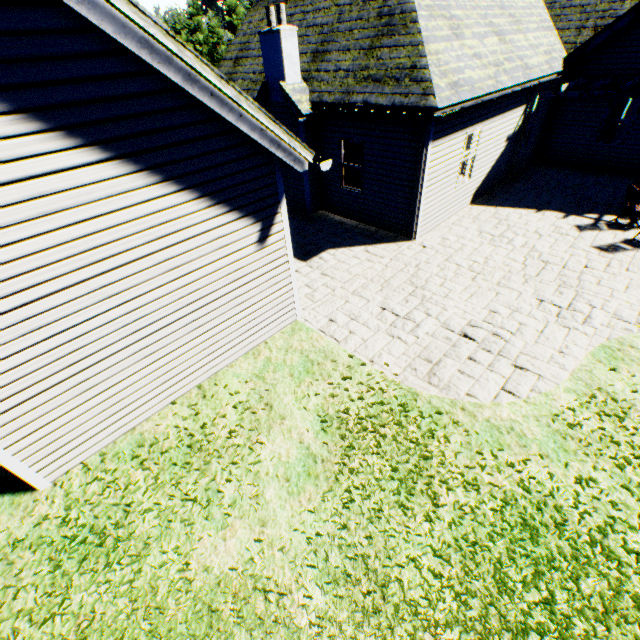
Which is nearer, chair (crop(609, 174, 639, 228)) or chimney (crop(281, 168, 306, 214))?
chair (crop(609, 174, 639, 228))

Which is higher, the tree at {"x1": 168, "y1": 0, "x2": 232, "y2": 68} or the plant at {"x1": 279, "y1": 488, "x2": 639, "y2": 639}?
the tree at {"x1": 168, "y1": 0, "x2": 232, "y2": 68}

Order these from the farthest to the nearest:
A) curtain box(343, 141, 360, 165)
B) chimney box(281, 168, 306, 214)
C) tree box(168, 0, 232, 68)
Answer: tree box(168, 0, 232, 68), chimney box(281, 168, 306, 214), curtain box(343, 141, 360, 165)

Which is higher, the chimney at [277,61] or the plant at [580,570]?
the chimney at [277,61]

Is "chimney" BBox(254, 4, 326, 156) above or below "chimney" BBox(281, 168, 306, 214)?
above

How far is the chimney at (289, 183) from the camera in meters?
11.3

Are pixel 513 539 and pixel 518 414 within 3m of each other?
yes

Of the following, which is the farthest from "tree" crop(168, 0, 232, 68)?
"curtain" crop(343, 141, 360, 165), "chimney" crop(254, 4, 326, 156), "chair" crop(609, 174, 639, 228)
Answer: "chair" crop(609, 174, 639, 228)
